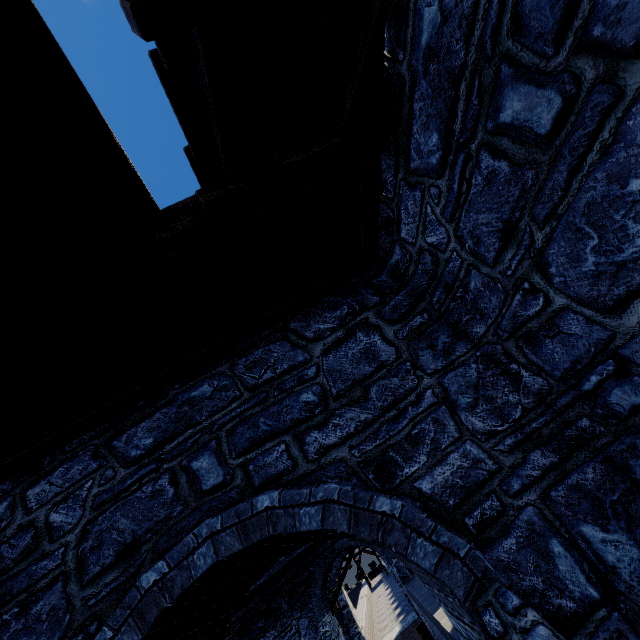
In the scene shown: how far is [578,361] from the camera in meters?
2.3
